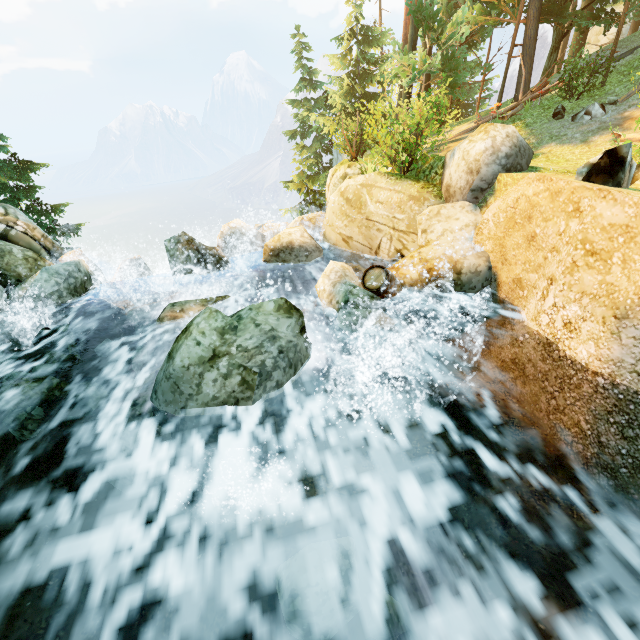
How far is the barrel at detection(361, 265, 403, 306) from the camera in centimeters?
680cm

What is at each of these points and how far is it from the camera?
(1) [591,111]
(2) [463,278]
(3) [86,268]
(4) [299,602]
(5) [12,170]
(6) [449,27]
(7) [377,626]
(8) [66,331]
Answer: (1) rock, 11.7 meters
(2) rock, 6.9 meters
(3) rock, 9.5 meters
(4) rock, 3.3 meters
(5) tree, 15.9 meters
(6) tree, 11.4 meters
(7) rock, 3.2 meters
(8) rock, 7.2 meters

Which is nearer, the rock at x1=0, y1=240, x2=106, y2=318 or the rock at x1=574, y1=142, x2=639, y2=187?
the rock at x1=574, y1=142, x2=639, y2=187

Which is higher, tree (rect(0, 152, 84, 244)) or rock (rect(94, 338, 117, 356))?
tree (rect(0, 152, 84, 244))

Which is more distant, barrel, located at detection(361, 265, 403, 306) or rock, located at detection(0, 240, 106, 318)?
rock, located at detection(0, 240, 106, 318)

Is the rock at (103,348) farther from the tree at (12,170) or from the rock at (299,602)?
the tree at (12,170)

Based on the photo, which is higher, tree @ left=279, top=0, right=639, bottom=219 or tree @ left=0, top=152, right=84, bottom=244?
tree @ left=279, top=0, right=639, bottom=219

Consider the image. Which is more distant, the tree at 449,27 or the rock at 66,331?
the tree at 449,27
